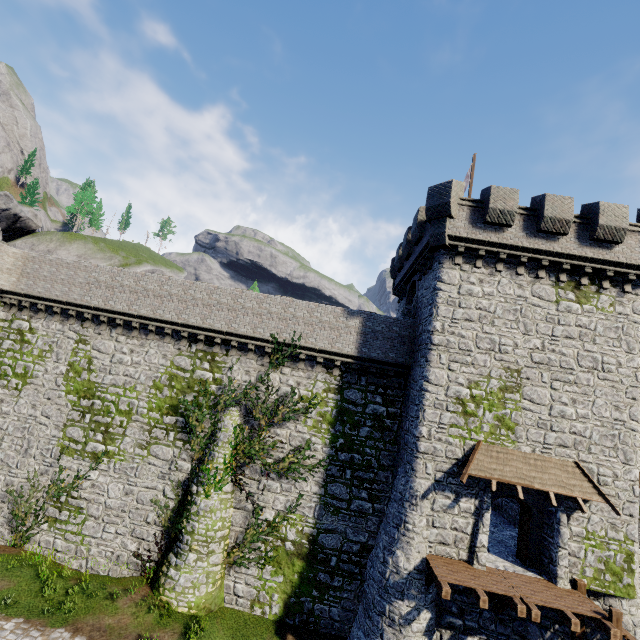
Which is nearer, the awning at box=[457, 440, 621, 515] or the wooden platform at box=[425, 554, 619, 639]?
the wooden platform at box=[425, 554, 619, 639]

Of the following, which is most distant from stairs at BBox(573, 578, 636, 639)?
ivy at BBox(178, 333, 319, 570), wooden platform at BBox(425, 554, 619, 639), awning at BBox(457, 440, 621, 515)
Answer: ivy at BBox(178, 333, 319, 570)

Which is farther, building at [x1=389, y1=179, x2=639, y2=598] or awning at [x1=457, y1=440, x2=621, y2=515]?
building at [x1=389, y1=179, x2=639, y2=598]

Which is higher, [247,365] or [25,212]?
[25,212]

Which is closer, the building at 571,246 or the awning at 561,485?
the awning at 561,485

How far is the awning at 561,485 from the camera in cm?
1324

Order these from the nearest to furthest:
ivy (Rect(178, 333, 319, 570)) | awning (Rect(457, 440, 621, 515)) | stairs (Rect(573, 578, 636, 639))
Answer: stairs (Rect(573, 578, 636, 639)) < awning (Rect(457, 440, 621, 515)) < ivy (Rect(178, 333, 319, 570))

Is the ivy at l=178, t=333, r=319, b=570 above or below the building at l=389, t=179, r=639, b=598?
below
